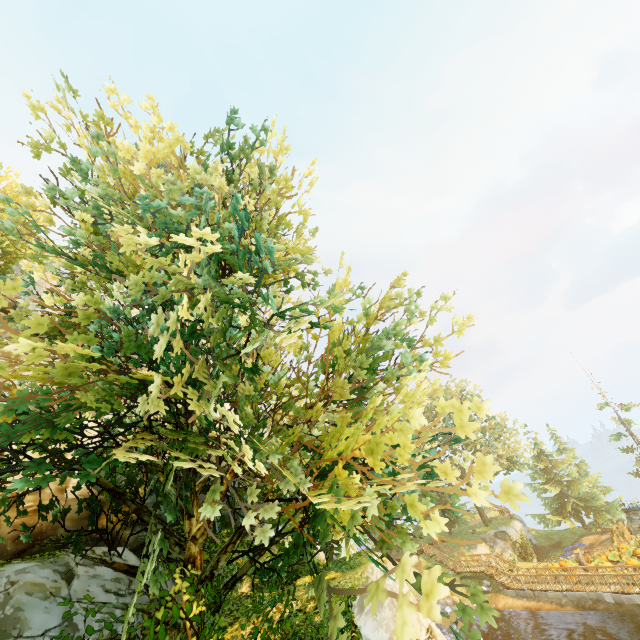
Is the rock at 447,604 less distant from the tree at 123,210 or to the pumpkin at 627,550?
the tree at 123,210

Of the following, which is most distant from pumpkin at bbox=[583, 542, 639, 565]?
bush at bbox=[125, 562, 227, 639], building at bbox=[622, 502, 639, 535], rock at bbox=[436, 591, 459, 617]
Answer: bush at bbox=[125, 562, 227, 639]

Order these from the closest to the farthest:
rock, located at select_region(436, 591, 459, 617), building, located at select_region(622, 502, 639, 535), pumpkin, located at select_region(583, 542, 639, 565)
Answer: building, located at select_region(622, 502, 639, 535), pumpkin, located at select_region(583, 542, 639, 565), rock, located at select_region(436, 591, 459, 617)

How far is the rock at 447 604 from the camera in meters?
28.5

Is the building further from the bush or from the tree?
the bush

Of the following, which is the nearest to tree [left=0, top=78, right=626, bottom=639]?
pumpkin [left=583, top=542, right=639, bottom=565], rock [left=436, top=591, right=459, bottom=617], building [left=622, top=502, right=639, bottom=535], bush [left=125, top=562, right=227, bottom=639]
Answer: bush [left=125, top=562, right=227, bottom=639]

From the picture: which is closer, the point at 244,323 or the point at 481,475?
the point at 481,475

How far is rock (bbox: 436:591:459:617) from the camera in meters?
28.5 m
